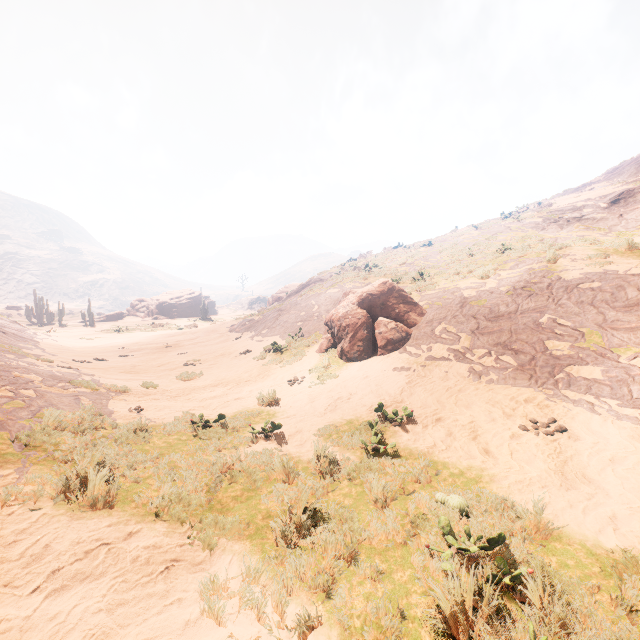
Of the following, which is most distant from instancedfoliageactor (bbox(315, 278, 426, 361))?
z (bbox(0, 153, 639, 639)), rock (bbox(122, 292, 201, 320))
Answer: rock (bbox(122, 292, 201, 320))

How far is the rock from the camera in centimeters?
5418cm

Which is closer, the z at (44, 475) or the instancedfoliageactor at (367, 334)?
the z at (44, 475)

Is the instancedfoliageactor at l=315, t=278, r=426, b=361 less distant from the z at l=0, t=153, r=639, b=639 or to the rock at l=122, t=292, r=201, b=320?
the z at l=0, t=153, r=639, b=639

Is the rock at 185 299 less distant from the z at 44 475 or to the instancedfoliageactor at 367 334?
the z at 44 475

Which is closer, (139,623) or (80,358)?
(139,623)
